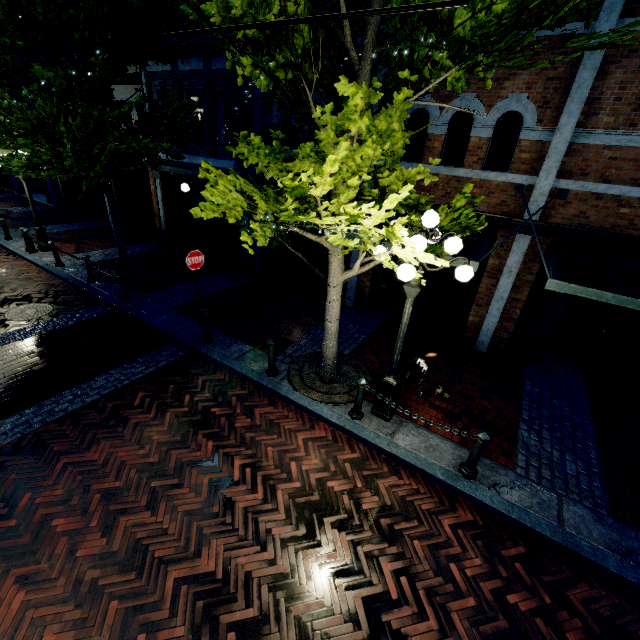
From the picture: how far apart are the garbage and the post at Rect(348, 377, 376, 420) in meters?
4.6 m

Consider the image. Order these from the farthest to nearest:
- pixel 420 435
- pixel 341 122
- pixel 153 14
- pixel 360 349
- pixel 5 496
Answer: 1. pixel 360 349
2. pixel 153 14
3. pixel 420 435
4. pixel 5 496
5. pixel 341 122

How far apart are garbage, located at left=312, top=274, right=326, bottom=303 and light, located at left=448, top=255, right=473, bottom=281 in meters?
4.4 m

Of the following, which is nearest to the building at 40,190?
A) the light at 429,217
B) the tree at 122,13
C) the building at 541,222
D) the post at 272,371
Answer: the tree at 122,13

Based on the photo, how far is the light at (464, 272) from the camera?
4.4m

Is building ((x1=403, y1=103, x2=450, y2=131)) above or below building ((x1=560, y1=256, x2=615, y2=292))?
above

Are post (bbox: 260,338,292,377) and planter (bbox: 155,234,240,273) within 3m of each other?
no

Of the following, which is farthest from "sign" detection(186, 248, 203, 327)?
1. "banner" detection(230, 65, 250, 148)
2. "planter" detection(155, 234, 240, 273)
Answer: "planter" detection(155, 234, 240, 273)
